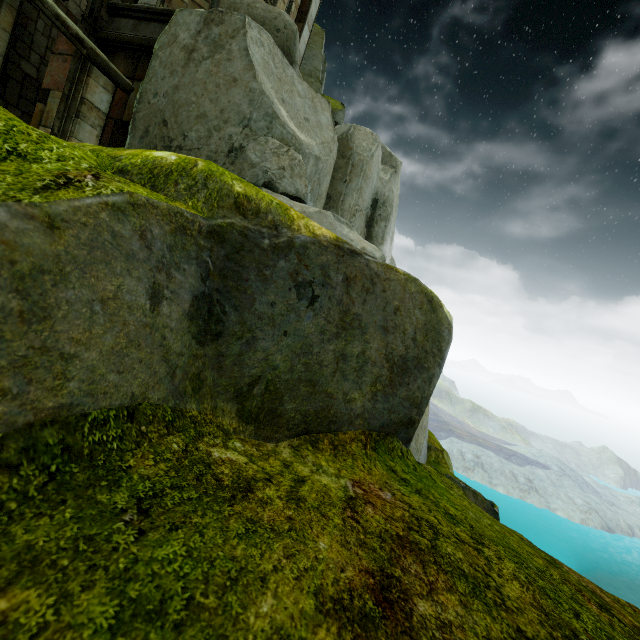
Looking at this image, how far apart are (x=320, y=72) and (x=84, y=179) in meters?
21.9

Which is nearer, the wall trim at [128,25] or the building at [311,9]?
the wall trim at [128,25]

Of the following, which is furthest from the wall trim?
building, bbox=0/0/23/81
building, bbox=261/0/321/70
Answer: building, bbox=0/0/23/81

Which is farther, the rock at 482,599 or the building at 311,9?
the building at 311,9

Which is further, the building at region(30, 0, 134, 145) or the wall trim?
the wall trim

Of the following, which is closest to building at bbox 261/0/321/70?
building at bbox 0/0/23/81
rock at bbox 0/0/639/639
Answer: rock at bbox 0/0/639/639

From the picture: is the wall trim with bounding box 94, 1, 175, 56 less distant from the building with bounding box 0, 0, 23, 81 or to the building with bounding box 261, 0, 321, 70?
the building with bounding box 261, 0, 321, 70
